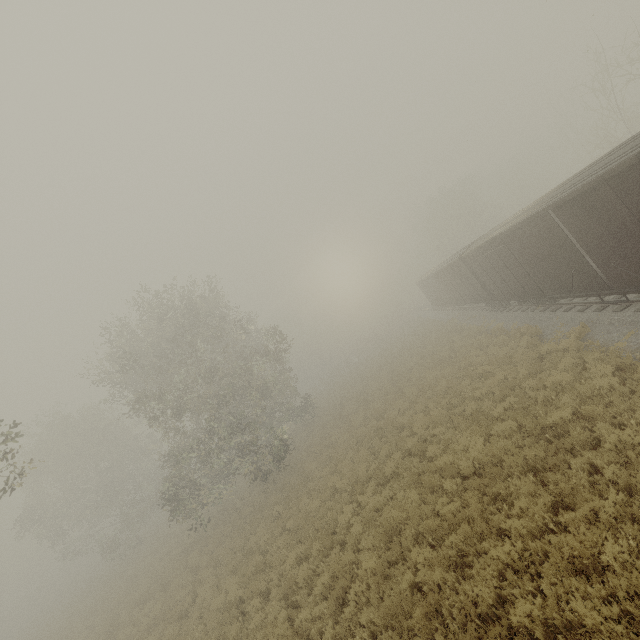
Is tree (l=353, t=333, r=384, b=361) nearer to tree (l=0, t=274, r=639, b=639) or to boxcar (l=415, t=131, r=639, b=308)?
tree (l=0, t=274, r=639, b=639)

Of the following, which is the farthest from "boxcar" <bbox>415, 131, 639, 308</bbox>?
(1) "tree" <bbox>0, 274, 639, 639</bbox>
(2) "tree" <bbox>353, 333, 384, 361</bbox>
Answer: (2) "tree" <bbox>353, 333, 384, 361</bbox>

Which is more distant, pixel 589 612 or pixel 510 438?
pixel 510 438

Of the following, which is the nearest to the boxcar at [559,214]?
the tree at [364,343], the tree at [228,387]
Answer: the tree at [228,387]

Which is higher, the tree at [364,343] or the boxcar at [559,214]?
the boxcar at [559,214]

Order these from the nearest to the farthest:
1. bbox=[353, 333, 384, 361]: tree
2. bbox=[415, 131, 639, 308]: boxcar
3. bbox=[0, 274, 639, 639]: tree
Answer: bbox=[0, 274, 639, 639]: tree, bbox=[415, 131, 639, 308]: boxcar, bbox=[353, 333, 384, 361]: tree
